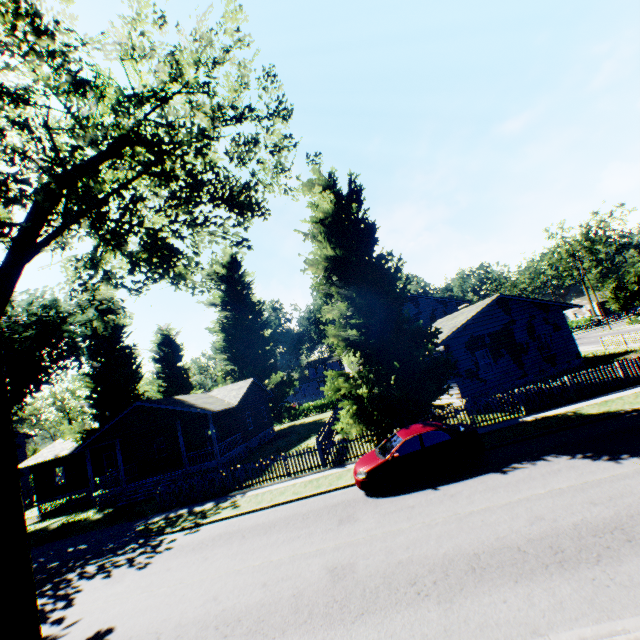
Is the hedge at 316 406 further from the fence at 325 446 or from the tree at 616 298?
the tree at 616 298

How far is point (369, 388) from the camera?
15.3m

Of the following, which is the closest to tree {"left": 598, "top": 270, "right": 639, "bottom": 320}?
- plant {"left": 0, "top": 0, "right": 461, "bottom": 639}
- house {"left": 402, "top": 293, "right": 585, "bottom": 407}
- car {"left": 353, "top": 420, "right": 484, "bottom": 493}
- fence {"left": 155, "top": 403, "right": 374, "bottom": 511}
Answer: plant {"left": 0, "top": 0, "right": 461, "bottom": 639}

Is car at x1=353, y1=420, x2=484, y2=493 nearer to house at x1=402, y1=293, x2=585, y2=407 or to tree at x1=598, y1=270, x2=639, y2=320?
house at x1=402, y1=293, x2=585, y2=407

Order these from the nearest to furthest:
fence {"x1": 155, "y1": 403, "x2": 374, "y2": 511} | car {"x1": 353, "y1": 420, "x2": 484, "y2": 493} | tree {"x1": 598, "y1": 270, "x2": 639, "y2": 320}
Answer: car {"x1": 353, "y1": 420, "x2": 484, "y2": 493}
fence {"x1": 155, "y1": 403, "x2": 374, "y2": 511}
tree {"x1": 598, "y1": 270, "x2": 639, "y2": 320}

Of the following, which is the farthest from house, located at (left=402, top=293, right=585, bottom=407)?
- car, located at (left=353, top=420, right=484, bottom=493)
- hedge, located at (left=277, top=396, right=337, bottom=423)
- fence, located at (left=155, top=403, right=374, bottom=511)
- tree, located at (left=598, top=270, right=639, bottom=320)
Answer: tree, located at (left=598, top=270, right=639, bottom=320)

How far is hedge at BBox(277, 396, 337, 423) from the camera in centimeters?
4769cm

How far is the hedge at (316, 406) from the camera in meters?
47.7
